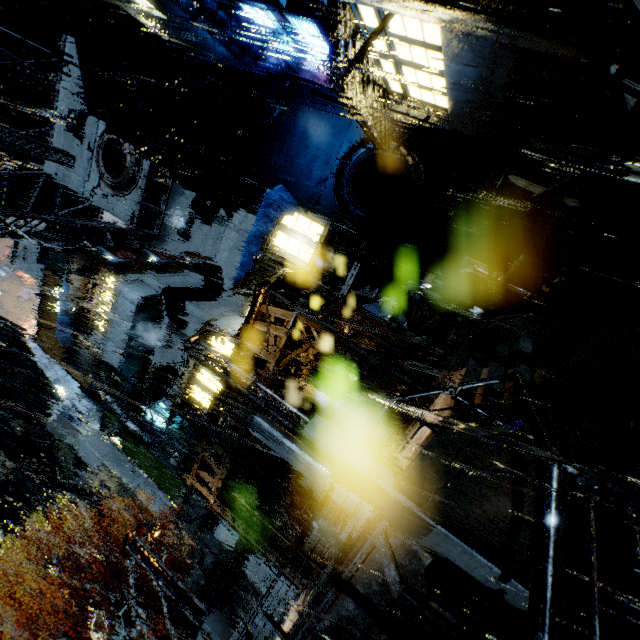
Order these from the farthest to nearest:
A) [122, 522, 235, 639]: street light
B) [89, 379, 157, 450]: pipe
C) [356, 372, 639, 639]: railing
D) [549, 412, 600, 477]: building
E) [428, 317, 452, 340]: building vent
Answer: [89, 379, 157, 450]: pipe
[428, 317, 452, 340]: building vent
[122, 522, 235, 639]: street light
[549, 412, 600, 477]: building
[356, 372, 639, 639]: railing

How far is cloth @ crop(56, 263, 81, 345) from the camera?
23.3m

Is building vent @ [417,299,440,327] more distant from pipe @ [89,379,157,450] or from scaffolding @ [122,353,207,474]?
pipe @ [89,379,157,450]

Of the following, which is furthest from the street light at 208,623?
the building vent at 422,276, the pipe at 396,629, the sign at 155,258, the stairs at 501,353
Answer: the building vent at 422,276

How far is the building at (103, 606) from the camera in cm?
2319

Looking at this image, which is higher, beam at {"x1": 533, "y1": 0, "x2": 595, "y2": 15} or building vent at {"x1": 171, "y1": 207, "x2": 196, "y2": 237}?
building vent at {"x1": 171, "y1": 207, "x2": 196, "y2": 237}

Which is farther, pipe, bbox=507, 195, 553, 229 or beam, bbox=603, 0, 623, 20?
pipe, bbox=507, 195, 553, 229

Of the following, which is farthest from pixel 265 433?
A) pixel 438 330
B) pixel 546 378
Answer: pixel 546 378
